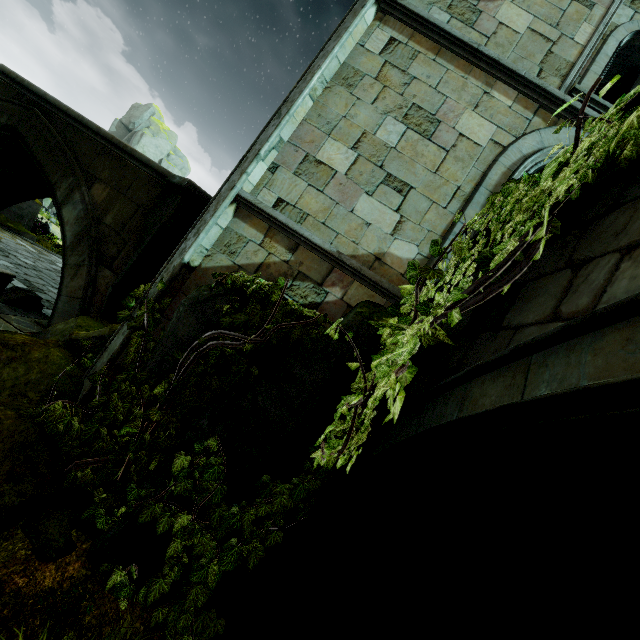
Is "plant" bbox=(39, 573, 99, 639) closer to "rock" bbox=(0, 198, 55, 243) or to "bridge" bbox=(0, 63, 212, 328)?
"bridge" bbox=(0, 63, 212, 328)

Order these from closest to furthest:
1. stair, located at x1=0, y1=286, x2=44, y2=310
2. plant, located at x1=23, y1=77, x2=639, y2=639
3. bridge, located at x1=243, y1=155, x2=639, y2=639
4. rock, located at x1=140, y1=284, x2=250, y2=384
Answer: bridge, located at x1=243, y1=155, x2=639, y2=639, plant, located at x1=23, y1=77, x2=639, y2=639, rock, located at x1=140, y1=284, x2=250, y2=384, stair, located at x1=0, y1=286, x2=44, y2=310

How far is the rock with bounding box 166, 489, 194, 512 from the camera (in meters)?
3.67

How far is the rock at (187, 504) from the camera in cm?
367

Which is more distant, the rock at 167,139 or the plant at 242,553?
the rock at 167,139

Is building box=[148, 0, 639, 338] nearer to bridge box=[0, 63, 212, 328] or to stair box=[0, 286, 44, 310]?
bridge box=[0, 63, 212, 328]

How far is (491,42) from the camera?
6.1m

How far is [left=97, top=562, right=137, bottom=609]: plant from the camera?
3.02m
